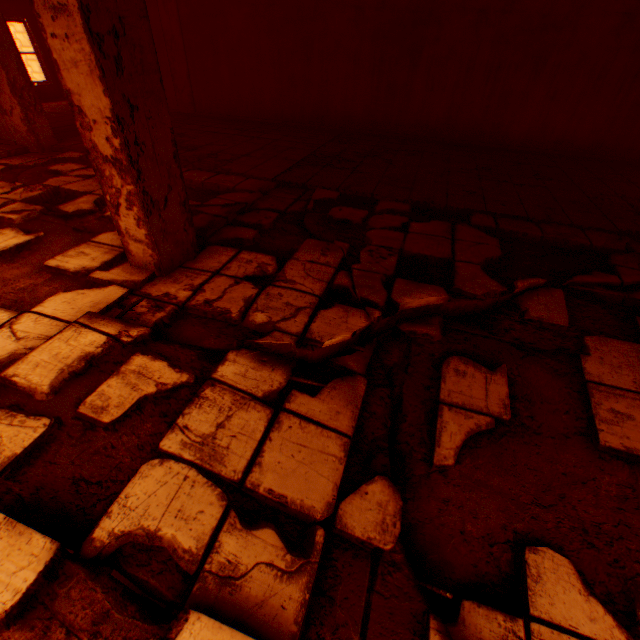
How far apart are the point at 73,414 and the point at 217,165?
5.1m

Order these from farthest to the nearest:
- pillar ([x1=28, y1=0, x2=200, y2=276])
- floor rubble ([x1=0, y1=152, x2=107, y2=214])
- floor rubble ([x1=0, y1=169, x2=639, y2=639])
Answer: floor rubble ([x1=0, y1=152, x2=107, y2=214]) < pillar ([x1=28, y1=0, x2=200, y2=276]) < floor rubble ([x1=0, y1=169, x2=639, y2=639])

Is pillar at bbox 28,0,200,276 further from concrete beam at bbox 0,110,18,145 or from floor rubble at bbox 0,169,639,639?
concrete beam at bbox 0,110,18,145

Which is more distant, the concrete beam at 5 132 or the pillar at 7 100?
the concrete beam at 5 132

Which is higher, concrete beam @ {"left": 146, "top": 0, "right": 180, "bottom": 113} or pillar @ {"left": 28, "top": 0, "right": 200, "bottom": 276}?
concrete beam @ {"left": 146, "top": 0, "right": 180, "bottom": 113}

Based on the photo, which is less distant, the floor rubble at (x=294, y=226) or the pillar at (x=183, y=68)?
the floor rubble at (x=294, y=226)

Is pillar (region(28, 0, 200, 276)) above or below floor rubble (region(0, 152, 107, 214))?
above

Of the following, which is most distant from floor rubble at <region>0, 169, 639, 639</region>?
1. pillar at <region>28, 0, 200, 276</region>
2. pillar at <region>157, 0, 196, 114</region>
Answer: pillar at <region>157, 0, 196, 114</region>
